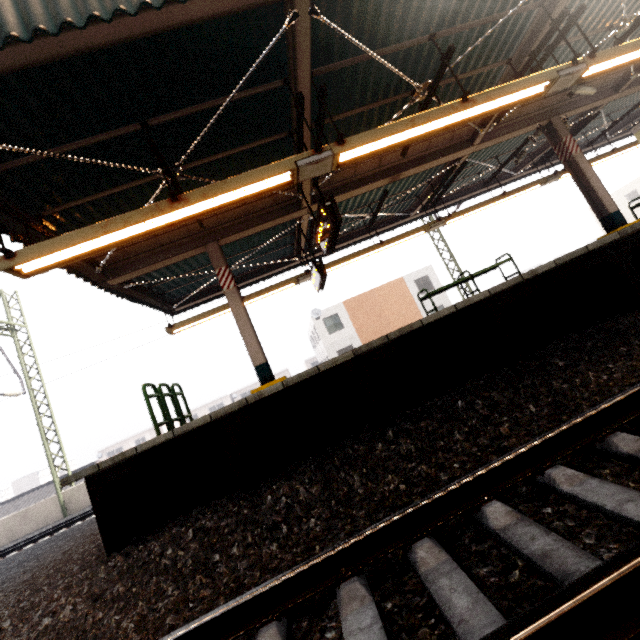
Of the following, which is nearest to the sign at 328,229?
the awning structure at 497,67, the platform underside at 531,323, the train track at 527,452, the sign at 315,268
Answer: the awning structure at 497,67

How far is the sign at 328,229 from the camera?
5.61m

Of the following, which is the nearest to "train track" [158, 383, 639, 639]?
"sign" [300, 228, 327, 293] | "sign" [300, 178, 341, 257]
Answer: "sign" [300, 178, 341, 257]

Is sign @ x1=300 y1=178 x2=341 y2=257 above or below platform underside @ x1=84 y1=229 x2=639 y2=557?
above

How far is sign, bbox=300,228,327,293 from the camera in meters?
8.4 m

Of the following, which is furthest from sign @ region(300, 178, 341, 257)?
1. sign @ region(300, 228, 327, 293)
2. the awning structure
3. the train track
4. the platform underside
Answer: the train track

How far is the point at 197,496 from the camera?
4.5 meters

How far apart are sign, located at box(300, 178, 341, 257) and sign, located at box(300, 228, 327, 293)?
1.3 meters
